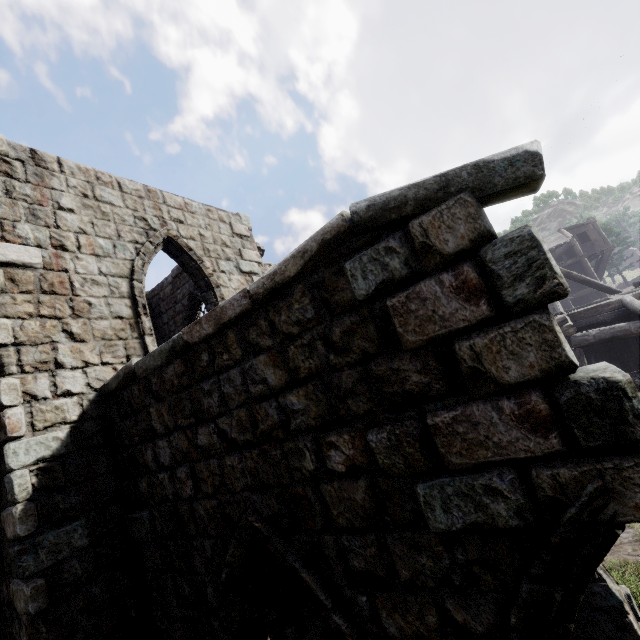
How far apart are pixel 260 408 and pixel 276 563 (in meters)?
5.05
